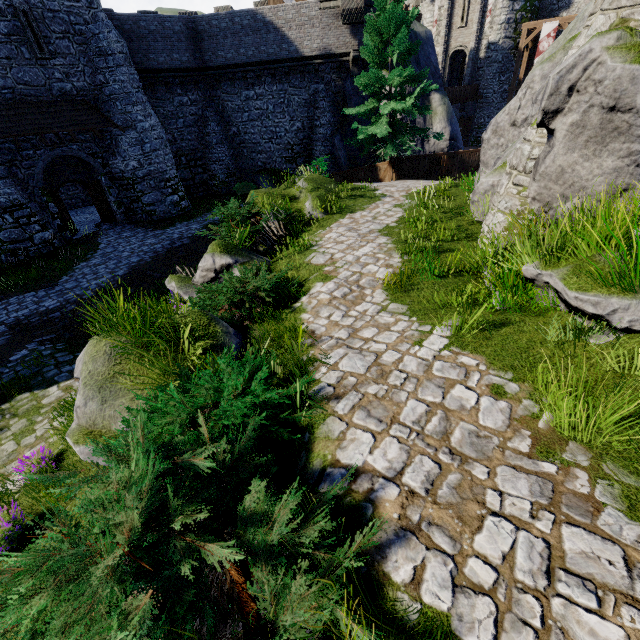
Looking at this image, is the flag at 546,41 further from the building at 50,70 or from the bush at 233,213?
the bush at 233,213

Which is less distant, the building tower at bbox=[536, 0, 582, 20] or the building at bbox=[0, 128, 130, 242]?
the building at bbox=[0, 128, 130, 242]

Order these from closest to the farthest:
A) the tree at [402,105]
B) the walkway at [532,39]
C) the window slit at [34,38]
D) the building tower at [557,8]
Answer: the window slit at [34,38]
the tree at [402,105]
the walkway at [532,39]
the building tower at [557,8]

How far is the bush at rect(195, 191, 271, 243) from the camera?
9.29m

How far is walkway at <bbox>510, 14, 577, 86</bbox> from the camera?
25.48m

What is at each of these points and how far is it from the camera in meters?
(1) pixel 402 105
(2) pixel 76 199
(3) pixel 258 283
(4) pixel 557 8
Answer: (1) tree, 16.2 m
(2) building, 24.5 m
(3) bush, 6.2 m
(4) building tower, 28.9 m

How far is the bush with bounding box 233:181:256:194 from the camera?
24.3m

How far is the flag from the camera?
25.69m
